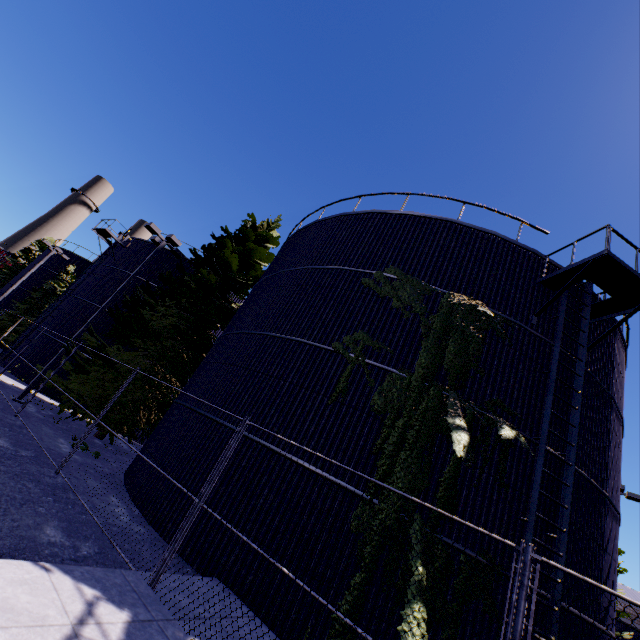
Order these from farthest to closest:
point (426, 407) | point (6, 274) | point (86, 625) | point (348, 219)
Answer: point (6, 274) < point (348, 219) < point (426, 407) < point (86, 625)

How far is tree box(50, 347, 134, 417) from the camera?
13.7m

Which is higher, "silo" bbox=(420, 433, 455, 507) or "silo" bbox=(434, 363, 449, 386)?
"silo" bbox=(434, 363, 449, 386)

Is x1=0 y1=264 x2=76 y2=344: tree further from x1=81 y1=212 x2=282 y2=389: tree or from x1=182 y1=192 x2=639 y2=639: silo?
x1=81 y1=212 x2=282 y2=389: tree

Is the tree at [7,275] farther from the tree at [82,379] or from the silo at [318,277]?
the tree at [82,379]

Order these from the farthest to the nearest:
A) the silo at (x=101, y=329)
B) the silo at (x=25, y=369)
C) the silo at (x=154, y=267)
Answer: the silo at (x=154, y=267) < the silo at (x=101, y=329) < the silo at (x=25, y=369)

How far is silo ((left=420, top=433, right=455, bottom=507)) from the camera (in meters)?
7.28
